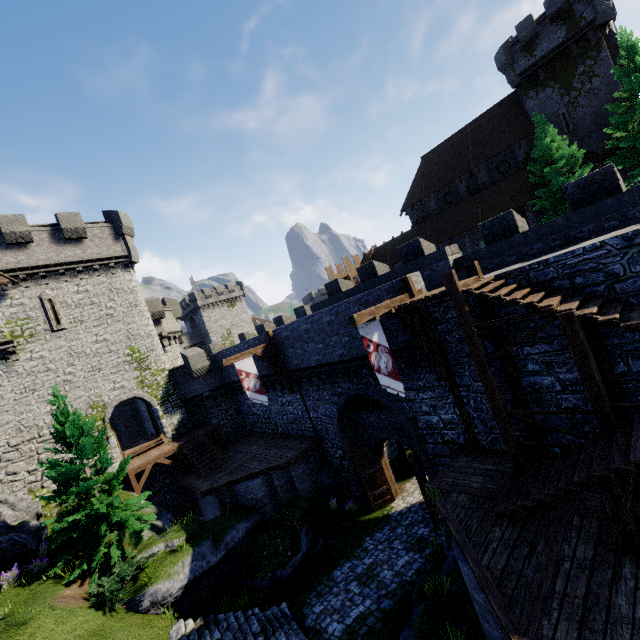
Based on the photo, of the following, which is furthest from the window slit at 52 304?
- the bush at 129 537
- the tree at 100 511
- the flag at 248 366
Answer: the bush at 129 537

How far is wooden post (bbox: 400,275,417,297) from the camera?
11.45m

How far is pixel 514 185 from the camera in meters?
30.4 m

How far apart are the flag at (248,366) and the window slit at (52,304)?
12.7 meters

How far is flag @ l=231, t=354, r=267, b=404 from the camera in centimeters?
1698cm

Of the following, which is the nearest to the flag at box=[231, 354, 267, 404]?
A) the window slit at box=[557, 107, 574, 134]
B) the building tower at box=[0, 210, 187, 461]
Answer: the building tower at box=[0, 210, 187, 461]

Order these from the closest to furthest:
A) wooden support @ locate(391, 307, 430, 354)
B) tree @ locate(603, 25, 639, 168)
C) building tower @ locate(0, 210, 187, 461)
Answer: wooden support @ locate(391, 307, 430, 354) < building tower @ locate(0, 210, 187, 461) < tree @ locate(603, 25, 639, 168)

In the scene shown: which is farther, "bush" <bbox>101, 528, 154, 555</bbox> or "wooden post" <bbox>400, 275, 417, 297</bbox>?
"bush" <bbox>101, 528, 154, 555</bbox>
